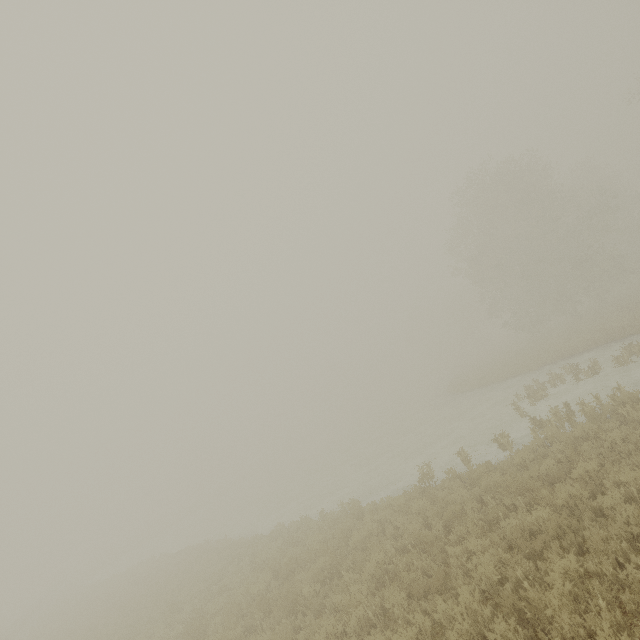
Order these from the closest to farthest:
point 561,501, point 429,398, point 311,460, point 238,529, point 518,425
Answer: point 561,501, point 518,425, point 238,529, point 429,398, point 311,460
